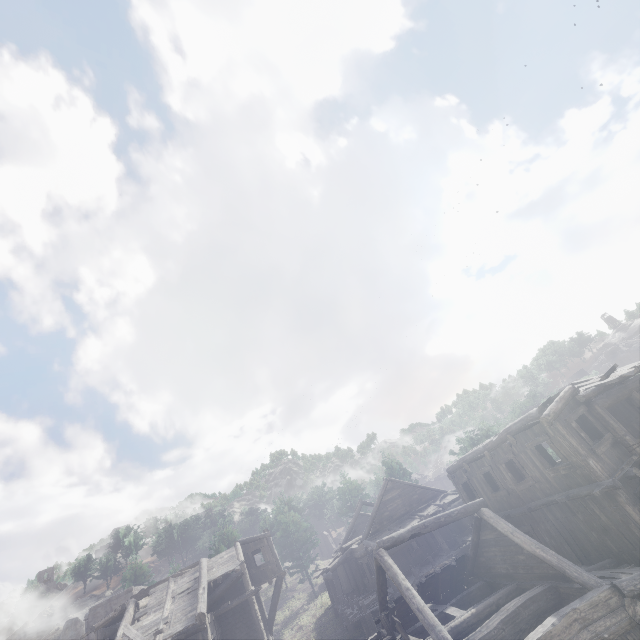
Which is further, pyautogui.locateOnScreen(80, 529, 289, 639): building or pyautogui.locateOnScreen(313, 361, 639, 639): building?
pyautogui.locateOnScreen(80, 529, 289, 639): building

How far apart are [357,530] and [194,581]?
21.8 meters

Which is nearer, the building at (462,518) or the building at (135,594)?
the building at (462,518)
